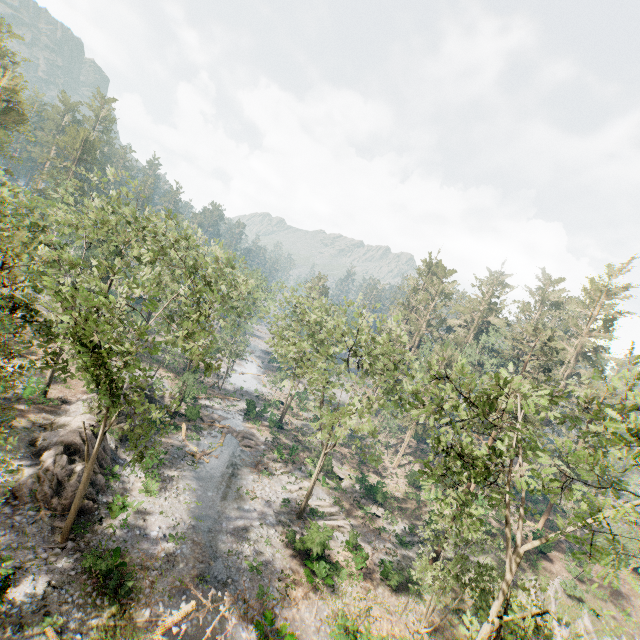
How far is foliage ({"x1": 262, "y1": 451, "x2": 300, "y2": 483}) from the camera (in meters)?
33.08

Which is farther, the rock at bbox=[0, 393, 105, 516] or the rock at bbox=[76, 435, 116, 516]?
the rock at bbox=[76, 435, 116, 516]

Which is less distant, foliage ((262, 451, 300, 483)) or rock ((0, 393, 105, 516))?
rock ((0, 393, 105, 516))

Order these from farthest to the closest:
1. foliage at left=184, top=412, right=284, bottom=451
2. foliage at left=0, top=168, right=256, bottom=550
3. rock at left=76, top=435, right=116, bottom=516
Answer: foliage at left=184, top=412, right=284, bottom=451 → rock at left=76, top=435, right=116, bottom=516 → foliage at left=0, top=168, right=256, bottom=550

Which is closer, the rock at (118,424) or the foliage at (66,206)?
the foliage at (66,206)

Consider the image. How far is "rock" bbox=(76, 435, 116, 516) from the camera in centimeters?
2015cm

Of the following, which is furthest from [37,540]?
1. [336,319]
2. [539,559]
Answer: [539,559]
